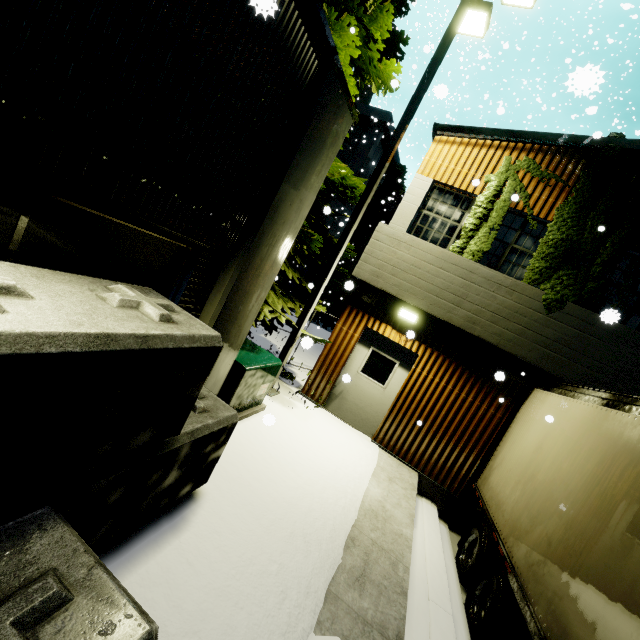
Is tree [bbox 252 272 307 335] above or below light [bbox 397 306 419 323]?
below

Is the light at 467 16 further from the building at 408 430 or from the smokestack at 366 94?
the smokestack at 366 94

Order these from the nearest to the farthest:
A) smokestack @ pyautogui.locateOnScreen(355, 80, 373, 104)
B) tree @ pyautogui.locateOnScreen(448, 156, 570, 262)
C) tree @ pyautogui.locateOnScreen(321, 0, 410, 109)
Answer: tree @ pyautogui.locateOnScreen(321, 0, 410, 109) < tree @ pyautogui.locateOnScreen(448, 156, 570, 262) < smokestack @ pyautogui.locateOnScreen(355, 80, 373, 104)

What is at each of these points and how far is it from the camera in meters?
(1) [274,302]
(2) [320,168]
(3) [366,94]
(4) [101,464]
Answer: (1) tree, 7.7
(2) building, 4.4
(3) smokestack, 31.9
(4) concrete block, 2.1

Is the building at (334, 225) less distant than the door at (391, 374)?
No

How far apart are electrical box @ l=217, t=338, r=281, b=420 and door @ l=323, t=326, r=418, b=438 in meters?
2.5

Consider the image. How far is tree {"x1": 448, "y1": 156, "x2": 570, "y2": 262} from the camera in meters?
7.2

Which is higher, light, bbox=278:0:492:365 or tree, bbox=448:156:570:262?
light, bbox=278:0:492:365
